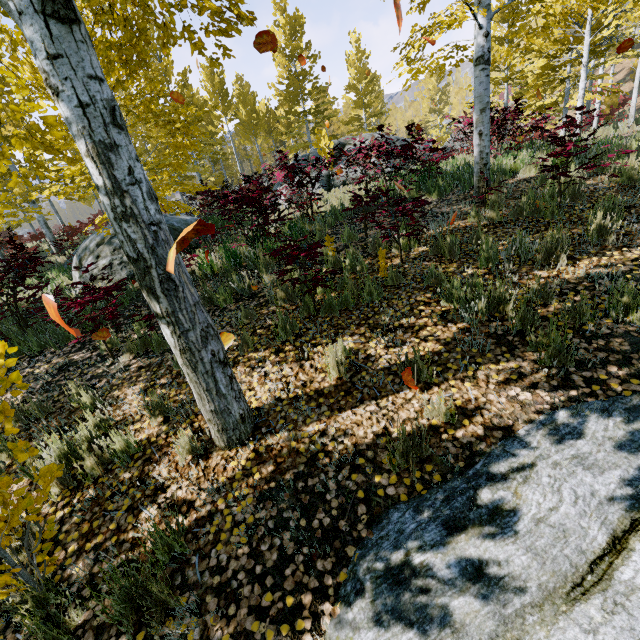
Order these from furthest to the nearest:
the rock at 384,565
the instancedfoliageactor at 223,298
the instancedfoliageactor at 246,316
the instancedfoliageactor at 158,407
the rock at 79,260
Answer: the rock at 79,260
the instancedfoliageactor at 223,298
the instancedfoliageactor at 246,316
the instancedfoliageactor at 158,407
the rock at 384,565

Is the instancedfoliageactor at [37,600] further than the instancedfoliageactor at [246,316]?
No

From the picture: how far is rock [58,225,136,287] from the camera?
8.02m

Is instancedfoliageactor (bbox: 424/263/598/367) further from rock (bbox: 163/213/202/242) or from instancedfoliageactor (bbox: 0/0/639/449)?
rock (bbox: 163/213/202/242)

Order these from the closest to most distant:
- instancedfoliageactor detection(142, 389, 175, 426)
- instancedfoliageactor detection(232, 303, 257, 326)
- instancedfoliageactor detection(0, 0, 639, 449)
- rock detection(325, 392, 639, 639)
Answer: rock detection(325, 392, 639, 639) < instancedfoliageactor detection(0, 0, 639, 449) < instancedfoliageactor detection(142, 389, 175, 426) < instancedfoliageactor detection(232, 303, 257, 326)

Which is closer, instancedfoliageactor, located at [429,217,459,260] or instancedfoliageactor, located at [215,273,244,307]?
instancedfoliageactor, located at [429,217,459,260]

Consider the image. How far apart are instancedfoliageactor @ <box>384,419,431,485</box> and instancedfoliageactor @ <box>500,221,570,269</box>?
2.95m

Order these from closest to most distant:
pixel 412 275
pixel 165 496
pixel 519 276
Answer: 1. pixel 165 496
2. pixel 519 276
3. pixel 412 275
